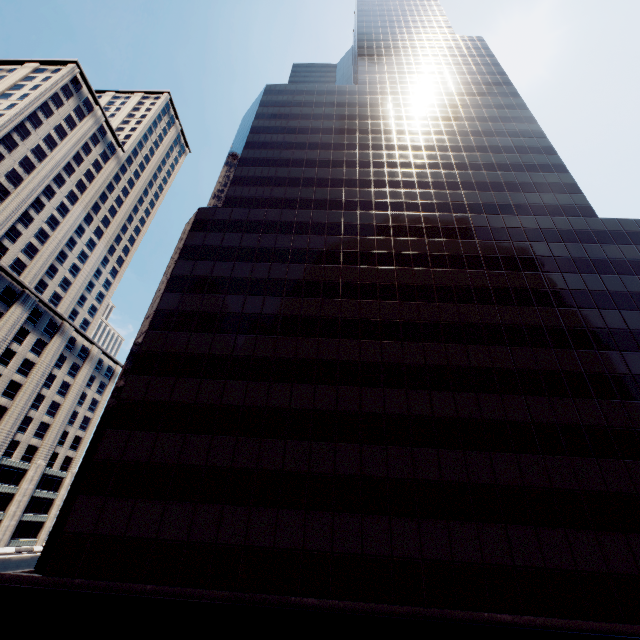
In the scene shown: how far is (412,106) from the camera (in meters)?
47.84
